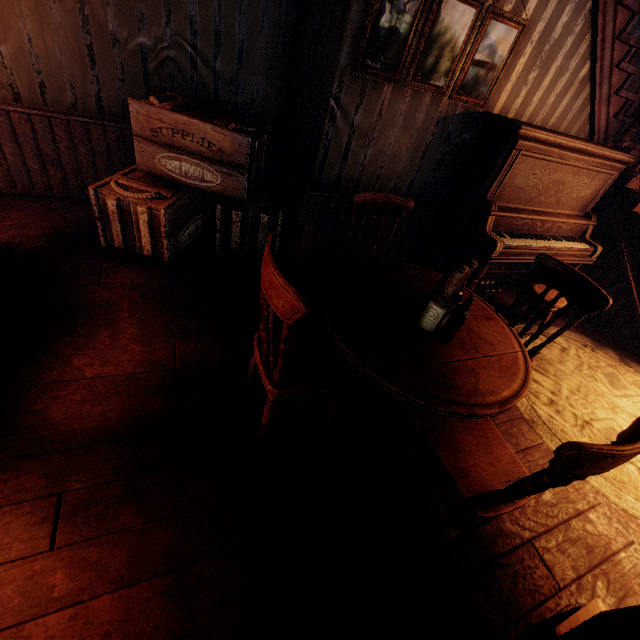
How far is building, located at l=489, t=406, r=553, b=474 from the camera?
2.48m

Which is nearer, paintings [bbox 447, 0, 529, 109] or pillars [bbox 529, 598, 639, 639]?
pillars [bbox 529, 598, 639, 639]

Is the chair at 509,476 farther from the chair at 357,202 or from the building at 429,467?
the chair at 357,202

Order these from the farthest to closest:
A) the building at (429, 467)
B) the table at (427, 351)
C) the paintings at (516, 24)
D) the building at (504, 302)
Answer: the building at (504, 302) → the paintings at (516, 24) → the building at (429, 467) → the table at (427, 351)

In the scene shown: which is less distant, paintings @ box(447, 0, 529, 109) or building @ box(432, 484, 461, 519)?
building @ box(432, 484, 461, 519)

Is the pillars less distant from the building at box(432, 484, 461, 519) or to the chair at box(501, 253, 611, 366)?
the building at box(432, 484, 461, 519)

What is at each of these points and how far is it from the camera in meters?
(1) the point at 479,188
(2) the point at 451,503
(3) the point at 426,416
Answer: (1) piano, 3.4 m
(2) building, 2.1 m
(3) building, 2.6 m

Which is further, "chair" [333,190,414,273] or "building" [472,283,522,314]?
"building" [472,283,522,314]
